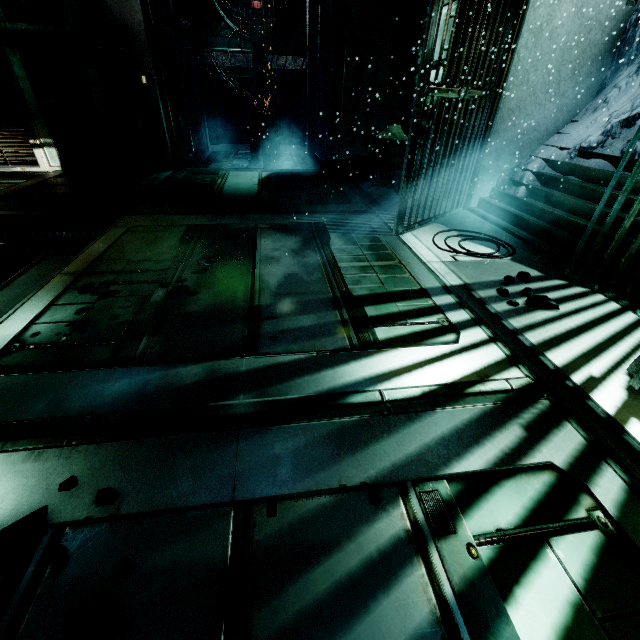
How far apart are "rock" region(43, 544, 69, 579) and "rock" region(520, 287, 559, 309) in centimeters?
323cm

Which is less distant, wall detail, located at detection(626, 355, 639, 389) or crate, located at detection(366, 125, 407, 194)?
wall detail, located at detection(626, 355, 639, 389)

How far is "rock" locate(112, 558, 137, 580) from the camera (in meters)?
1.10

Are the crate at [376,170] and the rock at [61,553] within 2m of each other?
no

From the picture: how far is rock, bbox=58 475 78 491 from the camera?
1.3m

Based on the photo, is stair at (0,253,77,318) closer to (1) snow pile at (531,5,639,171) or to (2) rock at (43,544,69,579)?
(2) rock at (43,544,69,579)

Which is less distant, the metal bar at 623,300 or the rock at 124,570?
the rock at 124,570

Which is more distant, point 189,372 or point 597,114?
point 597,114
